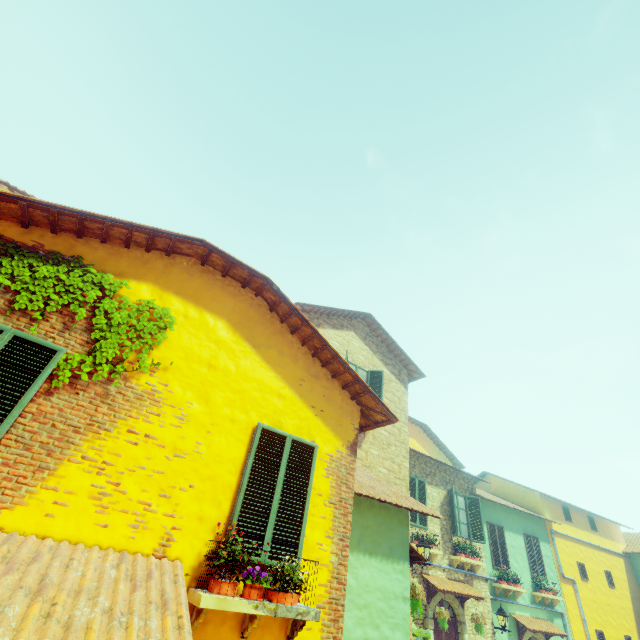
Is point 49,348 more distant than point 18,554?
Yes

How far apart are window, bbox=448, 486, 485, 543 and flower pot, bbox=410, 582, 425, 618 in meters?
5.9

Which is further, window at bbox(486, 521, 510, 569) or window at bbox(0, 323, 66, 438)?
window at bbox(486, 521, 510, 569)

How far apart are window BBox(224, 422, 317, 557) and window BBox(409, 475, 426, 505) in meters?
8.6

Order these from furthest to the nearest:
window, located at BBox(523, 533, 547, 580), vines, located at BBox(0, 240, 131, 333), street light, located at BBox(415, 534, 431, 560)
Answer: window, located at BBox(523, 533, 547, 580) < street light, located at BBox(415, 534, 431, 560) < vines, located at BBox(0, 240, 131, 333)

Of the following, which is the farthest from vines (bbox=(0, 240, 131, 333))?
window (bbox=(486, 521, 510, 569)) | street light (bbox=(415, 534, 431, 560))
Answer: window (bbox=(486, 521, 510, 569))

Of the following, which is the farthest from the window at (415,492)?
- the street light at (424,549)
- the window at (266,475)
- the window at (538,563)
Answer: the window at (266,475)

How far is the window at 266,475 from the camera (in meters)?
4.21
